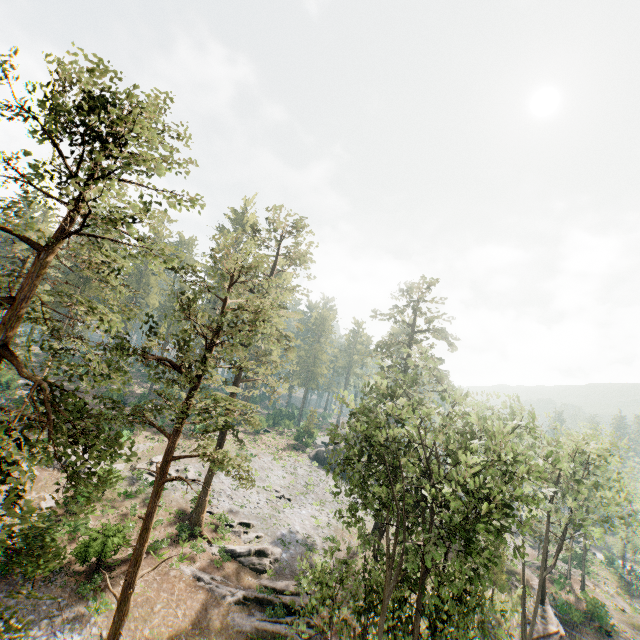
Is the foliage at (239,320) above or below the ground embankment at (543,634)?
above

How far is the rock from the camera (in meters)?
49.19

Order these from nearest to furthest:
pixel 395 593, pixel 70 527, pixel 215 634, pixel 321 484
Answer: pixel 395 593 → pixel 215 634 → pixel 70 527 → pixel 321 484

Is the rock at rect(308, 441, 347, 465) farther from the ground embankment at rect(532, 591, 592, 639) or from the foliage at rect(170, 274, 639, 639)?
the ground embankment at rect(532, 591, 592, 639)

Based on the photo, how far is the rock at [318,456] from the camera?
49.2m

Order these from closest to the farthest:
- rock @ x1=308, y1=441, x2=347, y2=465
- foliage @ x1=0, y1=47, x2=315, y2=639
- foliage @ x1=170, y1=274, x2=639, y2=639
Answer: foliage @ x1=0, y1=47, x2=315, y2=639 < foliage @ x1=170, y1=274, x2=639, y2=639 < rock @ x1=308, y1=441, x2=347, y2=465

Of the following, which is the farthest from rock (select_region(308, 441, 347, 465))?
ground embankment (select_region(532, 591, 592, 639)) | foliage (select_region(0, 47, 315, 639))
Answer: ground embankment (select_region(532, 591, 592, 639))
